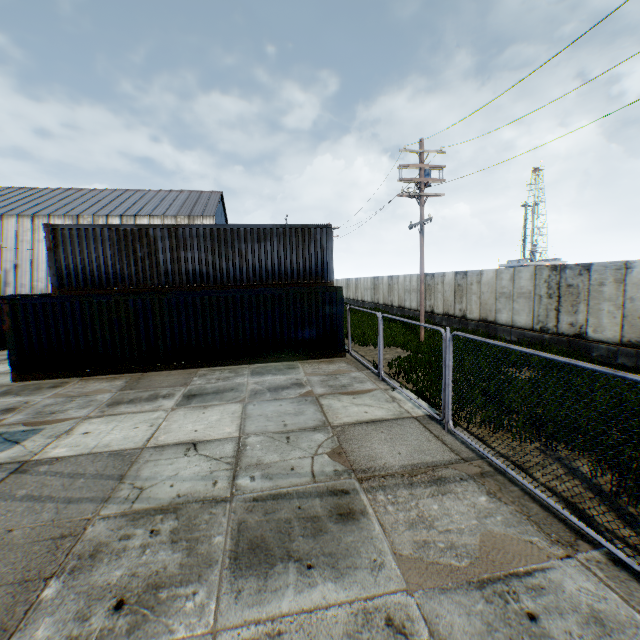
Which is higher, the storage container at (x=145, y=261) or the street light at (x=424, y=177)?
the street light at (x=424, y=177)

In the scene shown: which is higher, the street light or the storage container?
the street light

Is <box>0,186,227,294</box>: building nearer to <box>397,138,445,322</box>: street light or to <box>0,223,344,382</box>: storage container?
<box>0,223,344,382</box>: storage container

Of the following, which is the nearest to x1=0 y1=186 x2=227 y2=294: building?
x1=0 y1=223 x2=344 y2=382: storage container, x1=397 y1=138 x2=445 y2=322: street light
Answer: x1=0 y1=223 x2=344 y2=382: storage container

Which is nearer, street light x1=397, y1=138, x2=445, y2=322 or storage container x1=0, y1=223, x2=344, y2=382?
storage container x1=0, y1=223, x2=344, y2=382

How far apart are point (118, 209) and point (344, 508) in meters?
44.2

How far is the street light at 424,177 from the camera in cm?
1505

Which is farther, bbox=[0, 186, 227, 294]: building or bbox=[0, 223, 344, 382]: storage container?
bbox=[0, 186, 227, 294]: building
